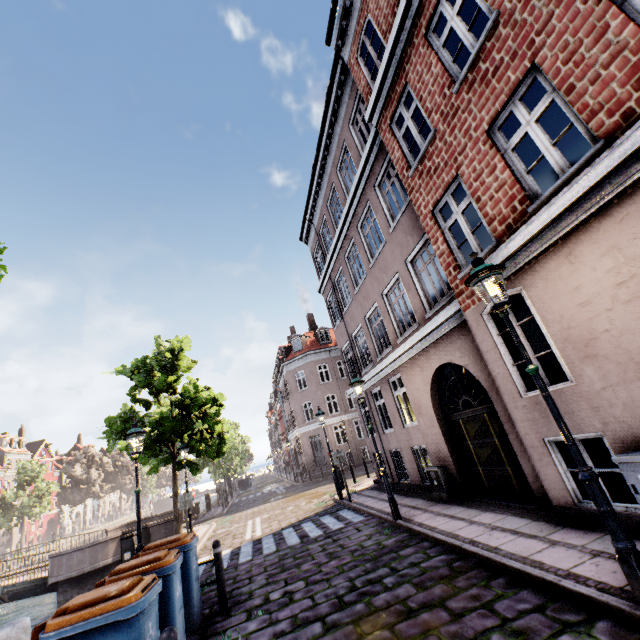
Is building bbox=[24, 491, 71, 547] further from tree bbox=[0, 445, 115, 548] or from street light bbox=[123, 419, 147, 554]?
tree bbox=[0, 445, 115, 548]

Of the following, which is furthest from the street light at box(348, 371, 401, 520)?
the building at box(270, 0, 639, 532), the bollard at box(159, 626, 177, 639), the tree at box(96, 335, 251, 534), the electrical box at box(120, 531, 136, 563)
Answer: the electrical box at box(120, 531, 136, 563)

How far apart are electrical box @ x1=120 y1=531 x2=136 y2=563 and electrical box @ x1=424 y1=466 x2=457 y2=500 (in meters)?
9.01

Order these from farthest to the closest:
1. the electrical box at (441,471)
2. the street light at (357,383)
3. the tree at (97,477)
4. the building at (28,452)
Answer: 1. the building at (28,452)
2. the tree at (97,477)
3. the electrical box at (441,471)
4. the street light at (357,383)

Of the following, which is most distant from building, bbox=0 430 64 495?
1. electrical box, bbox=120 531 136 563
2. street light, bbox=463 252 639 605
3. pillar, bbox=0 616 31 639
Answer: electrical box, bbox=120 531 136 563

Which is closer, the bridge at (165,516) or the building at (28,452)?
the bridge at (165,516)

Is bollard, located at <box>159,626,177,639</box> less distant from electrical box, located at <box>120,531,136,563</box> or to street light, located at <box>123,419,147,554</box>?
street light, located at <box>123,419,147,554</box>

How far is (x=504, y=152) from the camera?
5.55m
